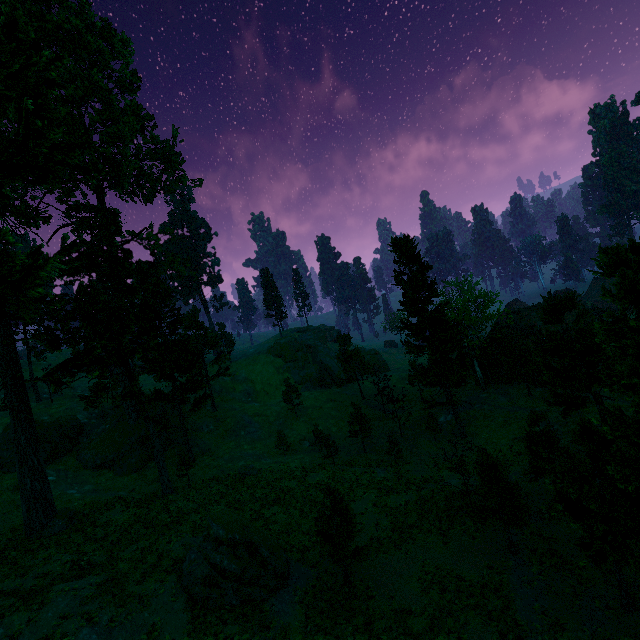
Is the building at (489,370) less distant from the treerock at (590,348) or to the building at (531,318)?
the treerock at (590,348)

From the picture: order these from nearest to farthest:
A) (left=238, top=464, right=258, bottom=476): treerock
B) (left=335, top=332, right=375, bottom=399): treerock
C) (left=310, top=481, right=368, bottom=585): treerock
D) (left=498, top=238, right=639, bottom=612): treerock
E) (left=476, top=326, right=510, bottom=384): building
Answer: (left=498, top=238, right=639, bottom=612): treerock
(left=310, top=481, right=368, bottom=585): treerock
(left=238, top=464, right=258, bottom=476): treerock
(left=476, top=326, right=510, bottom=384): building
(left=335, top=332, right=375, bottom=399): treerock

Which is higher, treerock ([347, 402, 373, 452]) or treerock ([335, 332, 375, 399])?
treerock ([335, 332, 375, 399])

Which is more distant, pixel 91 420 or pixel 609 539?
pixel 91 420

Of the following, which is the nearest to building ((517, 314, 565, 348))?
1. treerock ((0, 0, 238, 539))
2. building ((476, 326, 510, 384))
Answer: treerock ((0, 0, 238, 539))

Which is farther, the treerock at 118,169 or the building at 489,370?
the building at 489,370

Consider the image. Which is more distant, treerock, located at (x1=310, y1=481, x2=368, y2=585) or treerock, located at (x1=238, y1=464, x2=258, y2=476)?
treerock, located at (x1=238, y1=464, x2=258, y2=476)

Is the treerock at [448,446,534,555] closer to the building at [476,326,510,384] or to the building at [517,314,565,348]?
the building at [517,314,565,348]
